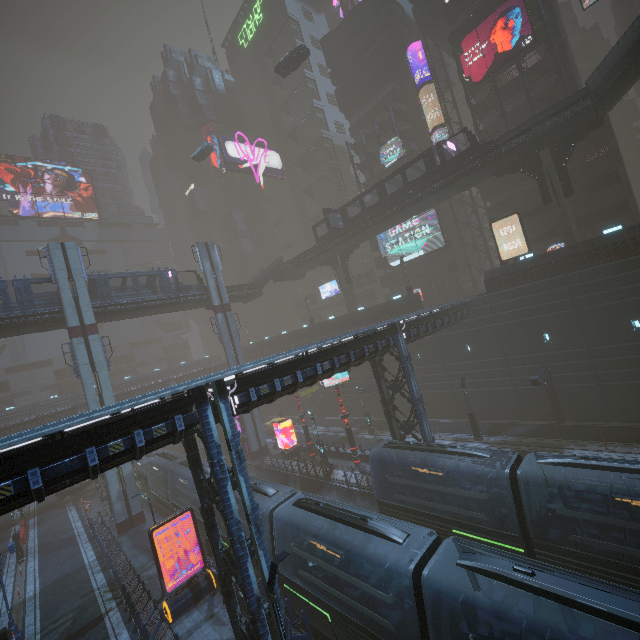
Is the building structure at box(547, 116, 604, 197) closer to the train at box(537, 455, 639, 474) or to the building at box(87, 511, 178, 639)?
the building at box(87, 511, 178, 639)

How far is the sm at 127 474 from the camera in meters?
28.5 m

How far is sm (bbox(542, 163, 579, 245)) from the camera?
26.80m

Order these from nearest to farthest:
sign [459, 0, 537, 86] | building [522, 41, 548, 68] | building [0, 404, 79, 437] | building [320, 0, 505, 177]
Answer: sign [459, 0, 537, 86] < building [522, 41, 548, 68] < building [320, 0, 505, 177] < building [0, 404, 79, 437]

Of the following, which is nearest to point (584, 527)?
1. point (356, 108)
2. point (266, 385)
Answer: point (266, 385)

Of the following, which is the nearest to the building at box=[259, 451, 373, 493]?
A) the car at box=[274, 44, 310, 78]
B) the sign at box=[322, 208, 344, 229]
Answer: the car at box=[274, 44, 310, 78]

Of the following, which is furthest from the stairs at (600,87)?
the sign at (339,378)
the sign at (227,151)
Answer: the sign at (227,151)

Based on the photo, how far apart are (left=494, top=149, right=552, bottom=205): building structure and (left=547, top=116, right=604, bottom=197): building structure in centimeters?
68cm
